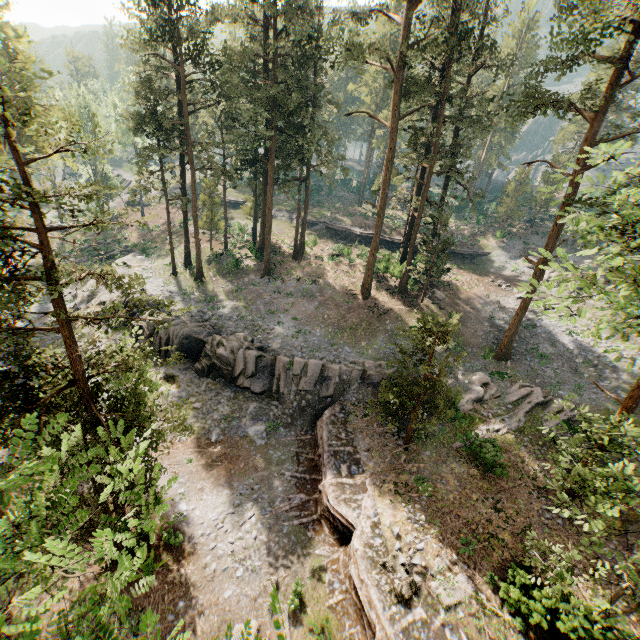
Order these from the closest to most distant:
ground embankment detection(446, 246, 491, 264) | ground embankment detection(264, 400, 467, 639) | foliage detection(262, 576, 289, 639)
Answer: foliage detection(262, 576, 289, 639)
ground embankment detection(264, 400, 467, 639)
ground embankment detection(446, 246, 491, 264)

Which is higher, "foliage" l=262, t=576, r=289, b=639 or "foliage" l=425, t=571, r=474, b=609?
"foliage" l=425, t=571, r=474, b=609

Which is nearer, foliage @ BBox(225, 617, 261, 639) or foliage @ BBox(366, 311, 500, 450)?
foliage @ BBox(225, 617, 261, 639)

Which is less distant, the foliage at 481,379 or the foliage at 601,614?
the foliage at 601,614

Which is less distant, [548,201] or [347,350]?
[347,350]

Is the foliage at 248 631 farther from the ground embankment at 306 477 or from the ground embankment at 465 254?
the ground embankment at 465 254

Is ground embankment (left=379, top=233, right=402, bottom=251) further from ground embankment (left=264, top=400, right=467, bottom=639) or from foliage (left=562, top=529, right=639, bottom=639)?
ground embankment (left=264, top=400, right=467, bottom=639)

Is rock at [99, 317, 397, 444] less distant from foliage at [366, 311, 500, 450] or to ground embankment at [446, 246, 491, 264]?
foliage at [366, 311, 500, 450]
